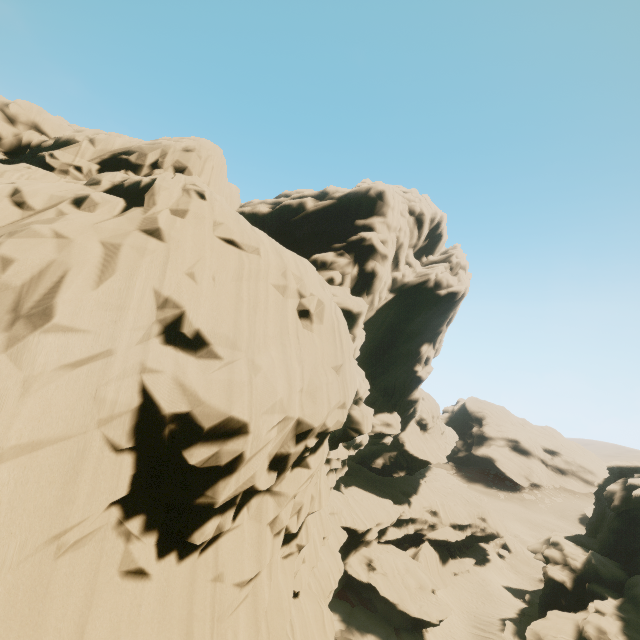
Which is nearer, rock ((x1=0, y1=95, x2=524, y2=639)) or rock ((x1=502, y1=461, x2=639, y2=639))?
rock ((x1=0, y1=95, x2=524, y2=639))

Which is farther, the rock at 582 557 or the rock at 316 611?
the rock at 582 557

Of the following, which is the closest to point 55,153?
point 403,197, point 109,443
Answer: point 109,443
